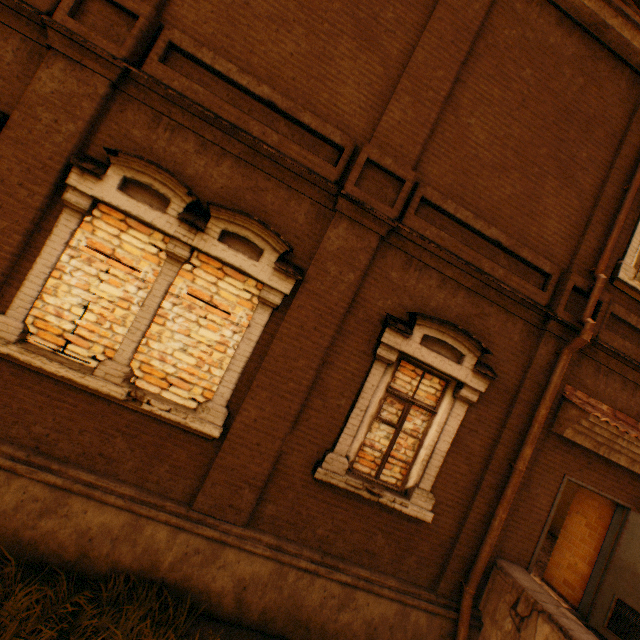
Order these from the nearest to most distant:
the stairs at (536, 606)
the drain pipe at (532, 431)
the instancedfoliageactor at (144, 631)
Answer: the instancedfoliageactor at (144, 631)
the stairs at (536, 606)
the drain pipe at (532, 431)

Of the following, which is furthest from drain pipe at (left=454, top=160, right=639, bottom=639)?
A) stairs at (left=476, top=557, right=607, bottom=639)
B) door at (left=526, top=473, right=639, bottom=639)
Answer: door at (left=526, top=473, right=639, bottom=639)

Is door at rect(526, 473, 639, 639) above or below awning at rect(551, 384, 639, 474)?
below

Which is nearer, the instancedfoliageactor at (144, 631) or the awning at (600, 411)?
the instancedfoliageactor at (144, 631)

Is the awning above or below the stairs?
above

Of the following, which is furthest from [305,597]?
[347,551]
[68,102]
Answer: [68,102]

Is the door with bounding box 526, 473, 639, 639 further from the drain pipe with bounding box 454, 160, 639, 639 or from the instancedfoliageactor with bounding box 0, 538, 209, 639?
the instancedfoliageactor with bounding box 0, 538, 209, 639

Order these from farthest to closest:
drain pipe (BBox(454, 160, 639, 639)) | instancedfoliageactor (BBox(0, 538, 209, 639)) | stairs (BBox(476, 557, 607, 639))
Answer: drain pipe (BBox(454, 160, 639, 639)) < stairs (BBox(476, 557, 607, 639)) < instancedfoliageactor (BBox(0, 538, 209, 639))
